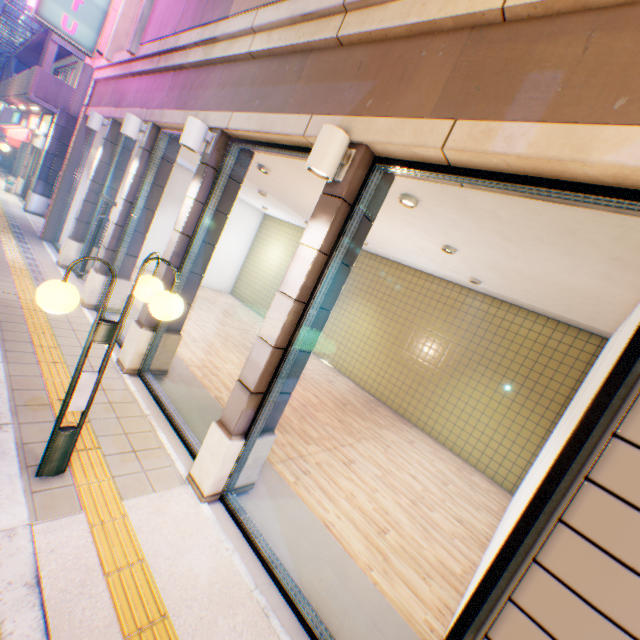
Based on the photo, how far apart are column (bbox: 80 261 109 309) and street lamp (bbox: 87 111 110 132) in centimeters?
257cm

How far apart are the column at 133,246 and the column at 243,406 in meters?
5.3

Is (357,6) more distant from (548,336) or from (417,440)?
(417,440)

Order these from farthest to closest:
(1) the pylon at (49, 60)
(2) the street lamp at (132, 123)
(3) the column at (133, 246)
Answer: (1) the pylon at (49, 60) < (3) the column at (133, 246) < (2) the street lamp at (132, 123)

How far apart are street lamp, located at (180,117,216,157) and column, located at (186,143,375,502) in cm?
255

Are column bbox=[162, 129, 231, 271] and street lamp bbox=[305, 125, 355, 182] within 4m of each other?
yes

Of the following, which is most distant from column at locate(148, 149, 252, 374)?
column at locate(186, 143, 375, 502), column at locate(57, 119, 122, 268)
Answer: column at locate(57, 119, 122, 268)

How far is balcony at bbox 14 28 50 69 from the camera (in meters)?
14.87
